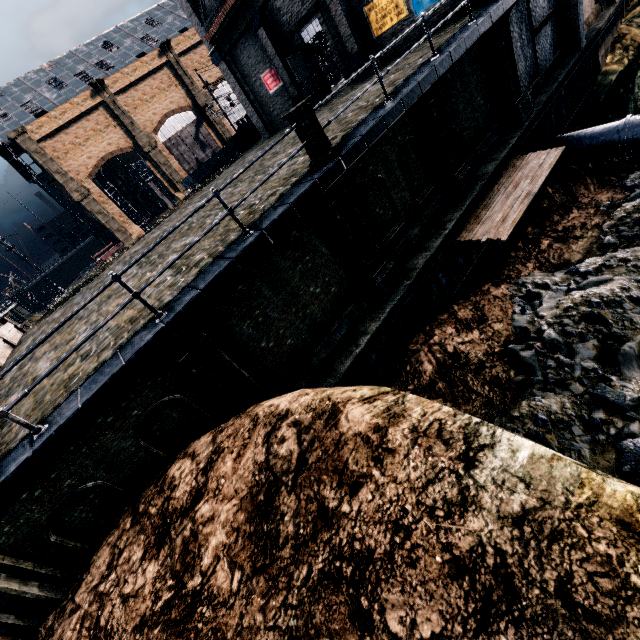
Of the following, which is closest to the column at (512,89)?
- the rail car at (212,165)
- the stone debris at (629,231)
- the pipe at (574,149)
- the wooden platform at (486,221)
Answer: the wooden platform at (486,221)

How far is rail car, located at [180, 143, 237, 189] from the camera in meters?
43.5 m

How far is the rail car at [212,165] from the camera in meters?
43.5

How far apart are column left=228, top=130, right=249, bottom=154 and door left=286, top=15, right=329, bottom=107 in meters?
12.6

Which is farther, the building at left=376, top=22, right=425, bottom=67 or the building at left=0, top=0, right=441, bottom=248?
the building at left=0, top=0, right=441, bottom=248

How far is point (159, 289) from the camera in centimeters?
888cm

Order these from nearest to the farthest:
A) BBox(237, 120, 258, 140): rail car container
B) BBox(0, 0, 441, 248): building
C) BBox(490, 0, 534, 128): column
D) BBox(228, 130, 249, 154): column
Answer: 1. BBox(490, 0, 534, 128): column
2. BBox(0, 0, 441, 248): building
3. BBox(228, 130, 249, 154): column
4. BBox(237, 120, 258, 140): rail car container

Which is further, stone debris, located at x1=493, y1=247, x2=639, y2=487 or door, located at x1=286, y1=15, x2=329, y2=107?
door, located at x1=286, y1=15, x2=329, y2=107
